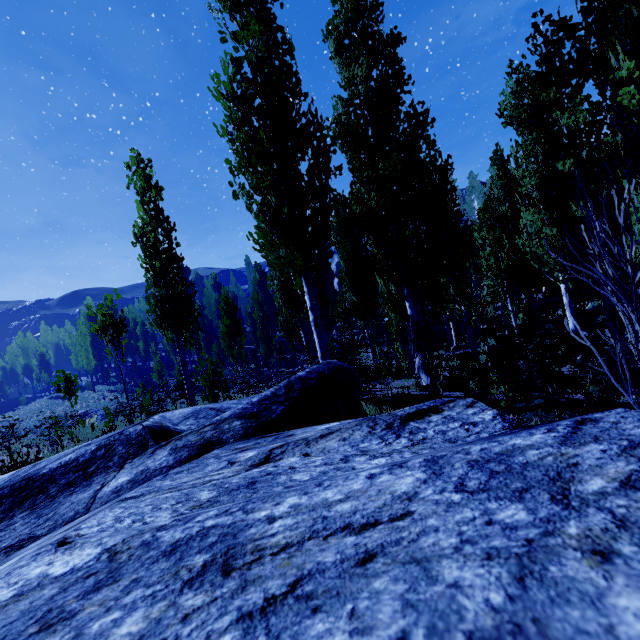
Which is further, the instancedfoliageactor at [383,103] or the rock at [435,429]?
the instancedfoliageactor at [383,103]

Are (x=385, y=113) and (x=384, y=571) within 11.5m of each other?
no

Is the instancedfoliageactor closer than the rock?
No
